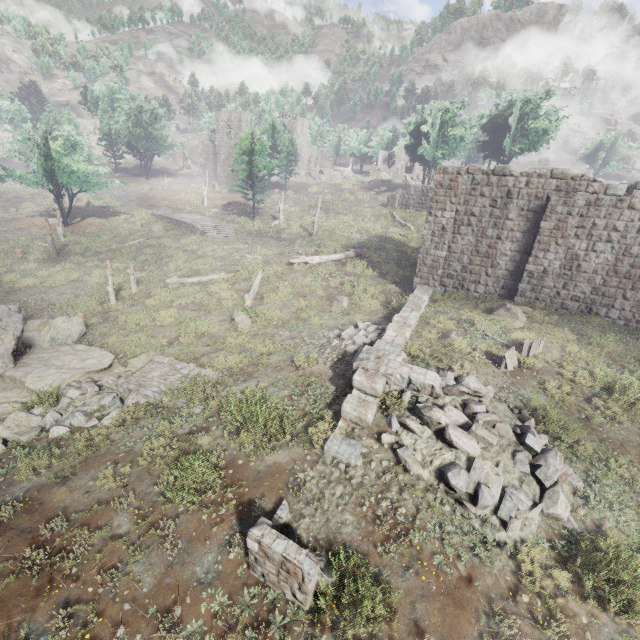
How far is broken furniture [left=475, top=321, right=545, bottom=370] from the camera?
11.2 meters

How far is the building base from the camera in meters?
33.3 m

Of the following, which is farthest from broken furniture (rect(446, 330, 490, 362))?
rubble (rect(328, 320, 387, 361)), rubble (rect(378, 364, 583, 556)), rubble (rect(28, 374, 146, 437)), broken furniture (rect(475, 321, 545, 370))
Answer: rubble (rect(28, 374, 146, 437))

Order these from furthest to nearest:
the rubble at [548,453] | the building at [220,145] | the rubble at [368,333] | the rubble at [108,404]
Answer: the building at [220,145] → the rubble at [368,333] → the rubble at [108,404] → the rubble at [548,453]

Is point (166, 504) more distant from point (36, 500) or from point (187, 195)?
point (187, 195)

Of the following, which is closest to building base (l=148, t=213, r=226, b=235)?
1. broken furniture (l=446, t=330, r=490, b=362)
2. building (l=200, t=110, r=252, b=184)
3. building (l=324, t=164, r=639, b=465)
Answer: building (l=200, t=110, r=252, b=184)

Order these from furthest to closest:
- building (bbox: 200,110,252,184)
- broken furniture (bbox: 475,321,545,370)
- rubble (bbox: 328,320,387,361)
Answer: building (bbox: 200,110,252,184) < rubble (bbox: 328,320,387,361) < broken furniture (bbox: 475,321,545,370)

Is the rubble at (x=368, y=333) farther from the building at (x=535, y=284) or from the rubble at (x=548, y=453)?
the rubble at (x=548, y=453)
